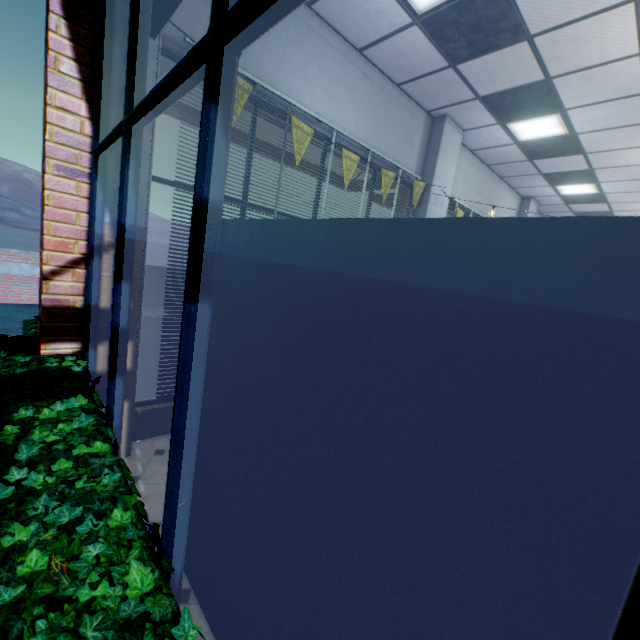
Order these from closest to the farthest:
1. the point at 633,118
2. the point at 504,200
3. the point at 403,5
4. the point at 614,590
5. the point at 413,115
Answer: the point at 614,590, the point at 403,5, the point at 633,118, the point at 413,115, the point at 504,200

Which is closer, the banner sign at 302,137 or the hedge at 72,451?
the hedge at 72,451

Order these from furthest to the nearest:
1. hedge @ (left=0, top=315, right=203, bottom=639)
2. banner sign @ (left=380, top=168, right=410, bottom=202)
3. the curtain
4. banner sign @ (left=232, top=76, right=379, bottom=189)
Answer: banner sign @ (left=380, top=168, right=410, bottom=202), banner sign @ (left=232, top=76, right=379, bottom=189), the curtain, hedge @ (left=0, top=315, right=203, bottom=639)

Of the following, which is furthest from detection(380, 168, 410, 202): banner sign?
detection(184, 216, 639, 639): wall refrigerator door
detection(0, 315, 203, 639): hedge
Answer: detection(0, 315, 203, 639): hedge

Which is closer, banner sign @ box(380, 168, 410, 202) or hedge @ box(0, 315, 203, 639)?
hedge @ box(0, 315, 203, 639)

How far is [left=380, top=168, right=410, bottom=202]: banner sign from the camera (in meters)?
4.71

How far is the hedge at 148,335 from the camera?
3.5m

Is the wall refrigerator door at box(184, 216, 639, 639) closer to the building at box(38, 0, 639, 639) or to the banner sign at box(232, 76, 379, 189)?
the building at box(38, 0, 639, 639)
